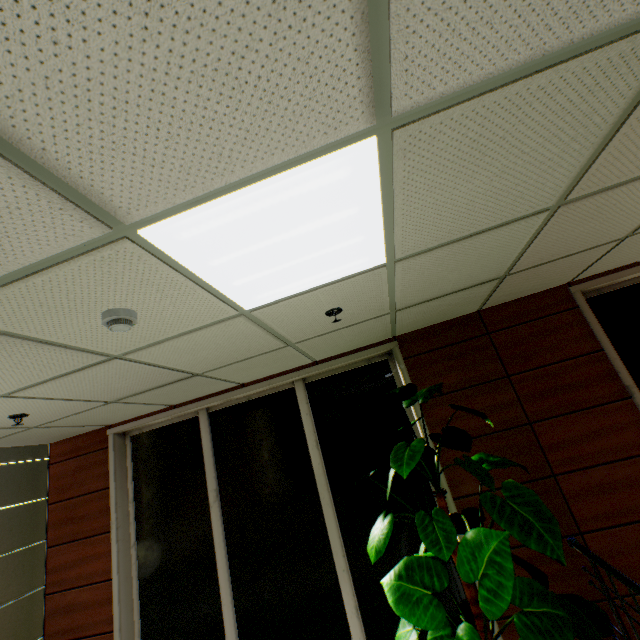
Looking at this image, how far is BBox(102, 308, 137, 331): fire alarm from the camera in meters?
1.7

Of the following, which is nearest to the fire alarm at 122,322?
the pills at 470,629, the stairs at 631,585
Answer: the pills at 470,629

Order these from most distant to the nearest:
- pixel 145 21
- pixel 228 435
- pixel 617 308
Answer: pixel 228 435
pixel 617 308
pixel 145 21

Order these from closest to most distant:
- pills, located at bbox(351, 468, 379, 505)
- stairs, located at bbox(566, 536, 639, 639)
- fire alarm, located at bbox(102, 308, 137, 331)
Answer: fire alarm, located at bbox(102, 308, 137, 331)
stairs, located at bbox(566, 536, 639, 639)
pills, located at bbox(351, 468, 379, 505)

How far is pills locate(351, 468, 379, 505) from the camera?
2.8 meters

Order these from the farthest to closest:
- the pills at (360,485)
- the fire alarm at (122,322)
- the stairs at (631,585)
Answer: the pills at (360,485) → the stairs at (631,585) → the fire alarm at (122,322)

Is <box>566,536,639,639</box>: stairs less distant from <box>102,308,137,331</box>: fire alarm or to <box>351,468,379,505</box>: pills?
<box>351,468,379,505</box>: pills

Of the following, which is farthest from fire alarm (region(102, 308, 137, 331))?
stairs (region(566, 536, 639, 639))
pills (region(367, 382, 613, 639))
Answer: stairs (region(566, 536, 639, 639))
